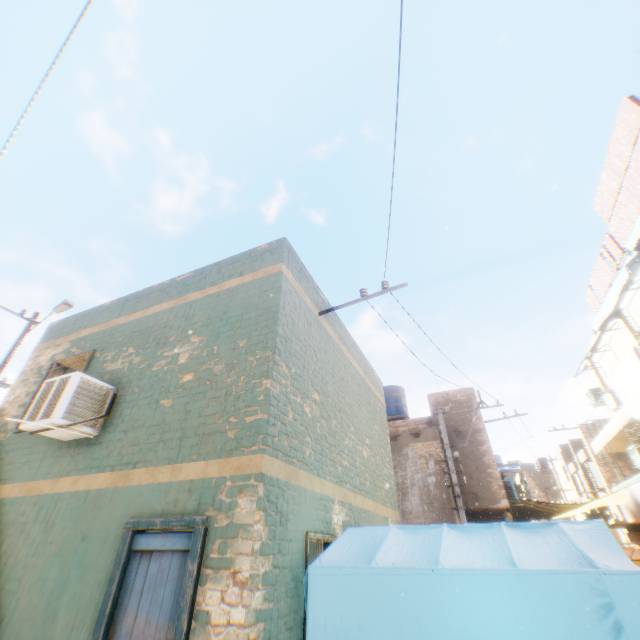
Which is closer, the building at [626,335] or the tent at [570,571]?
the tent at [570,571]

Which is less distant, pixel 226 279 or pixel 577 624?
pixel 577 624

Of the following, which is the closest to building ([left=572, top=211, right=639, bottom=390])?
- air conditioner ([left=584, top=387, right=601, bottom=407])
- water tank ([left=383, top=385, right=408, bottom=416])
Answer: air conditioner ([left=584, top=387, right=601, bottom=407])

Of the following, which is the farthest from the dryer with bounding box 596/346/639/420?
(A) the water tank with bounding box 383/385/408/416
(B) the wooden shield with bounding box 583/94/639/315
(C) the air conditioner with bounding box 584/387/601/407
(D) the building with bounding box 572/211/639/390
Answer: (A) the water tank with bounding box 383/385/408/416

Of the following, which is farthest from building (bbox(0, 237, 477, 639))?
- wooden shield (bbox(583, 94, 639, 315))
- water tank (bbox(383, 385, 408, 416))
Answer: water tank (bbox(383, 385, 408, 416))

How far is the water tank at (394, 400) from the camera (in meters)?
17.47

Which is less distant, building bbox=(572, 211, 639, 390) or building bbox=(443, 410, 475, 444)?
building bbox=(572, 211, 639, 390)
